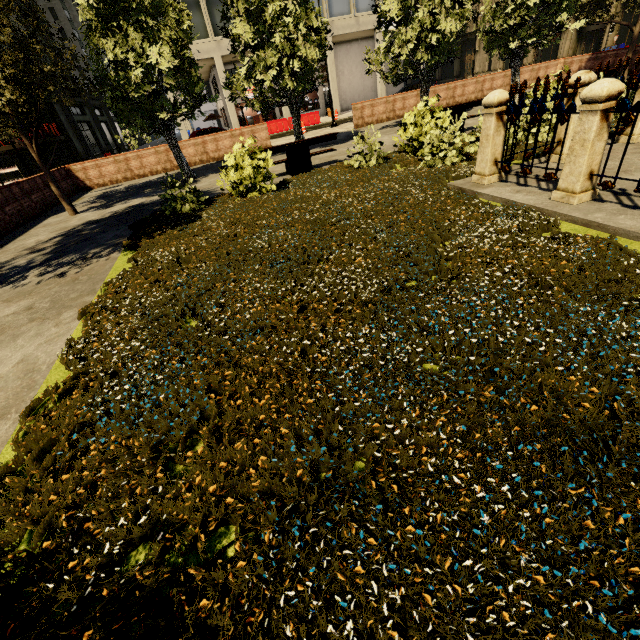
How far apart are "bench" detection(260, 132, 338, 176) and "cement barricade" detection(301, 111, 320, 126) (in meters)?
19.01

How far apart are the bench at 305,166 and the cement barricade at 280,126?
19.0 meters

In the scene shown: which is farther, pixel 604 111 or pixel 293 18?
pixel 293 18

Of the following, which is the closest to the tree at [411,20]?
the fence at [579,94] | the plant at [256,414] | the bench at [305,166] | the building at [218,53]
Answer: the plant at [256,414]

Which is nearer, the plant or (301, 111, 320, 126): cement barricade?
the plant

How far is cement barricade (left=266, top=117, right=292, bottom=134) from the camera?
26.4 meters

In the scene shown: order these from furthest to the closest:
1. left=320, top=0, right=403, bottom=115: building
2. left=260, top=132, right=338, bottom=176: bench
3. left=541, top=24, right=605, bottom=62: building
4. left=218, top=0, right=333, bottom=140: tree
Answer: left=541, top=24, right=605, bottom=62: building, left=320, top=0, right=403, bottom=115: building, left=218, top=0, right=333, bottom=140: tree, left=260, top=132, right=338, bottom=176: bench

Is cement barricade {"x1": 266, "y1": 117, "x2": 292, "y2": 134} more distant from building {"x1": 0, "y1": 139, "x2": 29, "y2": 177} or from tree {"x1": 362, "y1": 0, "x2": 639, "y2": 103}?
tree {"x1": 362, "y1": 0, "x2": 639, "y2": 103}
